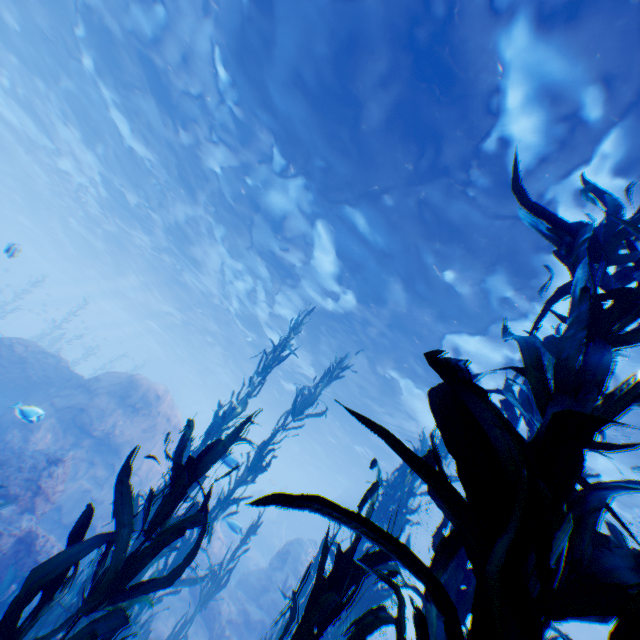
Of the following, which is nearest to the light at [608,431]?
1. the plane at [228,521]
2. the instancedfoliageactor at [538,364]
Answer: the plane at [228,521]

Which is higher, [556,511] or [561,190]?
[561,190]

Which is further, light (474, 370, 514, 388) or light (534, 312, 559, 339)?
light (474, 370, 514, 388)

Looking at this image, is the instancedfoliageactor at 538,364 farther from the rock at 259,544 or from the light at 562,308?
the light at 562,308

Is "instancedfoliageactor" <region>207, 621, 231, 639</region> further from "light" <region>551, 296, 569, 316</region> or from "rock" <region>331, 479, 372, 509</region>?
"light" <region>551, 296, 569, 316</region>
